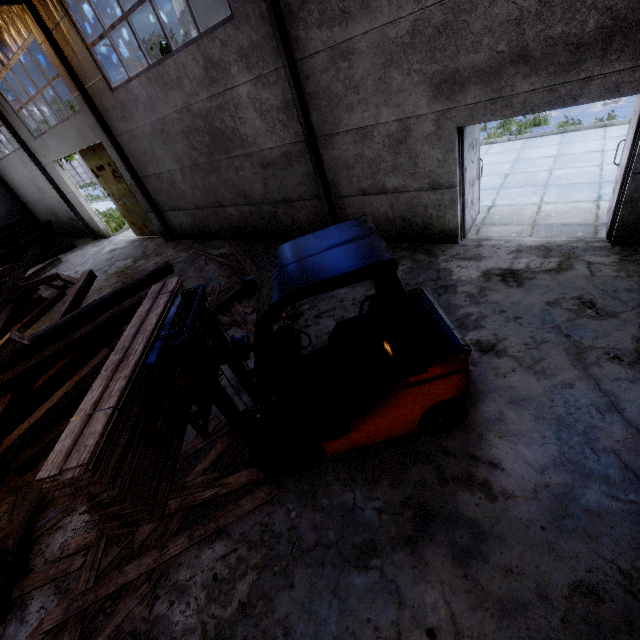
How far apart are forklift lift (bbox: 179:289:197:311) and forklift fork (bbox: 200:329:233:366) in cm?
1

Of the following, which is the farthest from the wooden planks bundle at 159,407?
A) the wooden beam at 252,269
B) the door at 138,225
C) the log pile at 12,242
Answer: the log pile at 12,242

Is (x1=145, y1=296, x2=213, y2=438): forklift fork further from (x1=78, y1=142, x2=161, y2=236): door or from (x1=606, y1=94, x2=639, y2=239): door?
(x1=78, y1=142, x2=161, y2=236): door

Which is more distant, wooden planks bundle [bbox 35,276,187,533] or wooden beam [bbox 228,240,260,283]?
wooden beam [bbox 228,240,260,283]

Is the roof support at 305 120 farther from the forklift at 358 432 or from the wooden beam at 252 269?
the forklift at 358 432

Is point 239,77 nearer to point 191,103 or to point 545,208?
point 191,103

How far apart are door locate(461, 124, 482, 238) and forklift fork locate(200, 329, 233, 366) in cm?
531

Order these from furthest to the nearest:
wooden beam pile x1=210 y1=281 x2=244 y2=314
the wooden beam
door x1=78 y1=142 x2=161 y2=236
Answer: door x1=78 y1=142 x2=161 y2=236 → the wooden beam → wooden beam pile x1=210 y1=281 x2=244 y2=314
